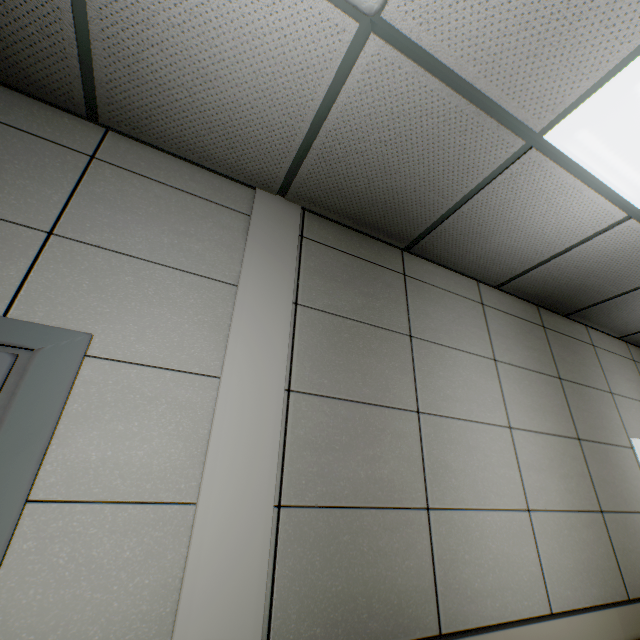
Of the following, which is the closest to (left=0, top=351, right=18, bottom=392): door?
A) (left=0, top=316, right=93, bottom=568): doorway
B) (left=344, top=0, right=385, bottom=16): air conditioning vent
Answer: (left=0, top=316, right=93, bottom=568): doorway

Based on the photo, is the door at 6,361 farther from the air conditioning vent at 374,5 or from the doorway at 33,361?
the air conditioning vent at 374,5

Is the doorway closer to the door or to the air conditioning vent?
the door

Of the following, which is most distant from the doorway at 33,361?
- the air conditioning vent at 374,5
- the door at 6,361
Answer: the air conditioning vent at 374,5

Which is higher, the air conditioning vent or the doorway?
the air conditioning vent

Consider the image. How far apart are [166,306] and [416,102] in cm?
148
